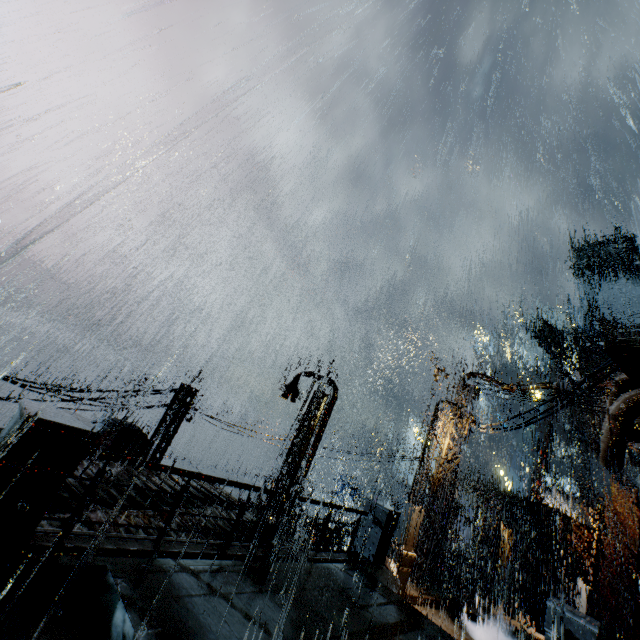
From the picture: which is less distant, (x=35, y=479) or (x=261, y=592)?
(x=35, y=479)

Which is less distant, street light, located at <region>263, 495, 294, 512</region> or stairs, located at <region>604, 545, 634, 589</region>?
A: street light, located at <region>263, 495, 294, 512</region>

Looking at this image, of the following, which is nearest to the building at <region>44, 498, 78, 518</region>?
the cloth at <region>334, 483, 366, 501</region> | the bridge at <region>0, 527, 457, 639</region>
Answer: the bridge at <region>0, 527, 457, 639</region>

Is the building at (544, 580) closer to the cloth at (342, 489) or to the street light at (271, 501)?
the street light at (271, 501)

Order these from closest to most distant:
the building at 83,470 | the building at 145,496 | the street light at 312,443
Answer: the building at 145,496, the building at 83,470, the street light at 312,443

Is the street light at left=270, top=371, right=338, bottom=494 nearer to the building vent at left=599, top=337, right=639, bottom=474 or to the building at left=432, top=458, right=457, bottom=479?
the building at left=432, top=458, right=457, bottom=479

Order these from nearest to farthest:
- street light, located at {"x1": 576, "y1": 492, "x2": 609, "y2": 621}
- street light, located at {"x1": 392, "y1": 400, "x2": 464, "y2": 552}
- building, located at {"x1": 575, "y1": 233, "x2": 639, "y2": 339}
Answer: street light, located at {"x1": 392, "y1": 400, "x2": 464, "y2": 552}, street light, located at {"x1": 576, "y1": 492, "x2": 609, "y2": 621}, building, located at {"x1": 575, "y1": 233, "x2": 639, "y2": 339}

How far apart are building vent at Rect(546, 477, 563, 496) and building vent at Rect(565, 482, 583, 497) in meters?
0.2
